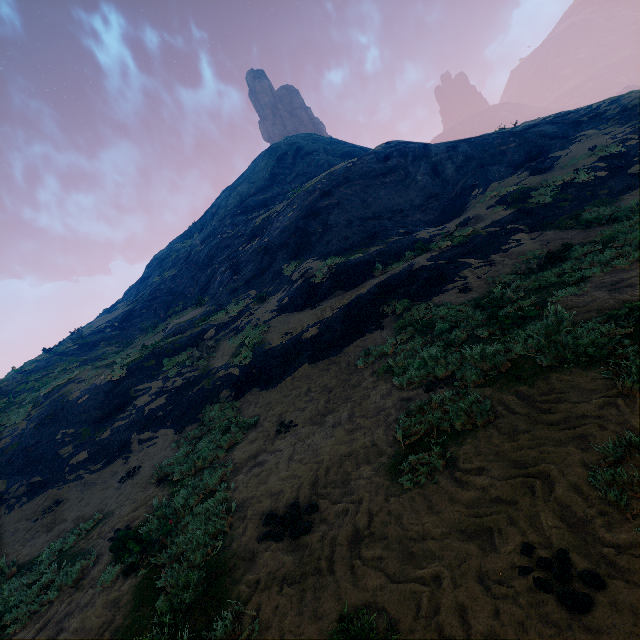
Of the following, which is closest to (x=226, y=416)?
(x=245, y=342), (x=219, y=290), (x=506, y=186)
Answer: (x=245, y=342)
